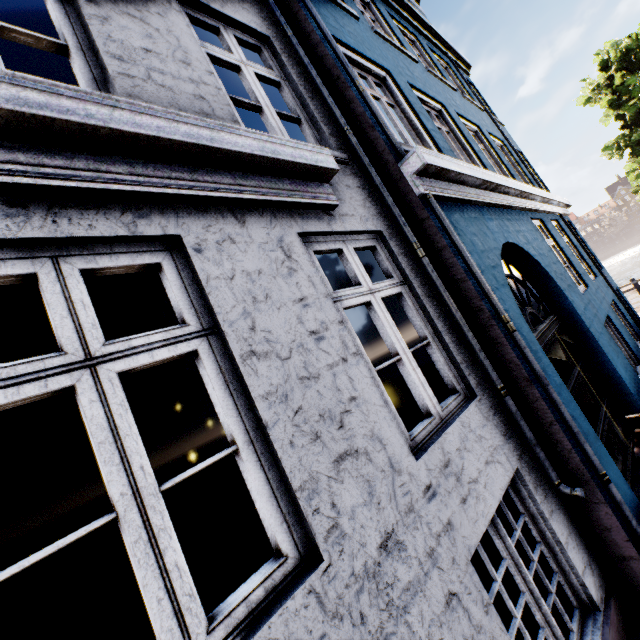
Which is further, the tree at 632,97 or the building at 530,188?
the tree at 632,97

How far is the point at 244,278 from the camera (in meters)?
1.90

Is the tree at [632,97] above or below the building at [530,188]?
above

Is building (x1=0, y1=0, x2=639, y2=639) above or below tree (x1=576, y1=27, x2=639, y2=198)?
below

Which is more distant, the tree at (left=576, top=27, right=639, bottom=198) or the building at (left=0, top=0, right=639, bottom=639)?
the tree at (left=576, top=27, right=639, bottom=198)
